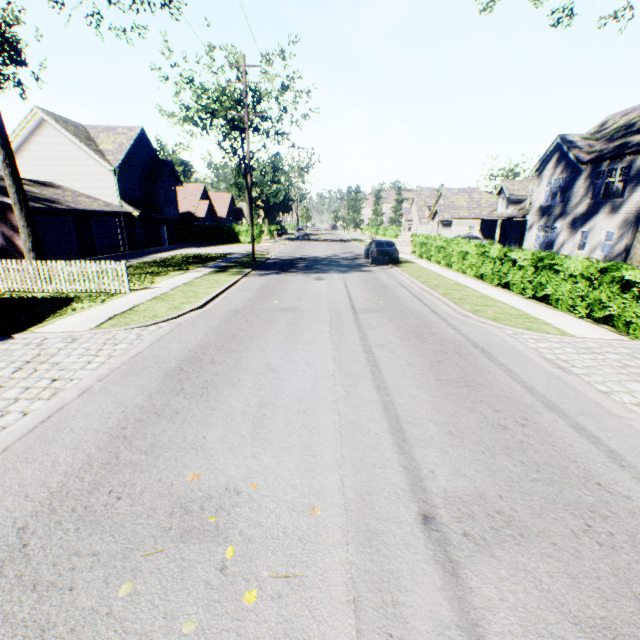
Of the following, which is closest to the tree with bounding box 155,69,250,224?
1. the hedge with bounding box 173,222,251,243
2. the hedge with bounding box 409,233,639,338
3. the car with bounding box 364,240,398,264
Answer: the hedge with bounding box 173,222,251,243

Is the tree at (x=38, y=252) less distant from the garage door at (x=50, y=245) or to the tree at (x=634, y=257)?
the garage door at (x=50, y=245)

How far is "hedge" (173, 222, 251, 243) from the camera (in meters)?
40.28

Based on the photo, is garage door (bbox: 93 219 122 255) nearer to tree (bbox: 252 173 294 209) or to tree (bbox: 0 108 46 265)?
tree (bbox: 0 108 46 265)

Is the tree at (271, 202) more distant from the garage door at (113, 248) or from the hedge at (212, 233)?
the garage door at (113, 248)

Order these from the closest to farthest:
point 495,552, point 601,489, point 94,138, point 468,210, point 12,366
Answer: point 495,552, point 601,489, point 12,366, point 94,138, point 468,210

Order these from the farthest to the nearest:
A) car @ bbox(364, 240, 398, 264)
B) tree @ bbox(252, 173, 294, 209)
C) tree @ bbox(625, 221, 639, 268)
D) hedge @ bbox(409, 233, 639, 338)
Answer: tree @ bbox(252, 173, 294, 209) → car @ bbox(364, 240, 398, 264) → tree @ bbox(625, 221, 639, 268) → hedge @ bbox(409, 233, 639, 338)

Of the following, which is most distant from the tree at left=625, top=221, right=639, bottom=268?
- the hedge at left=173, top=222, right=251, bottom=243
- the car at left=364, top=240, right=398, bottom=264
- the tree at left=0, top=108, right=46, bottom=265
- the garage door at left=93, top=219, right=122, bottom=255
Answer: the tree at left=0, top=108, right=46, bottom=265
